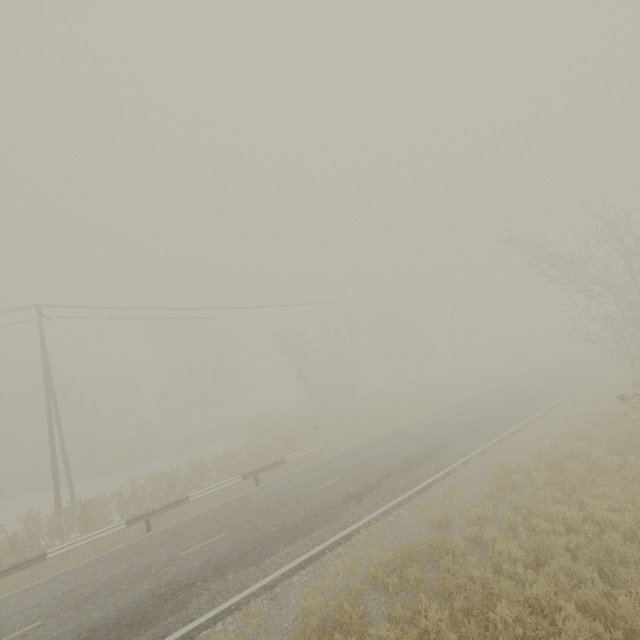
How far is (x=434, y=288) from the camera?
41.5m
